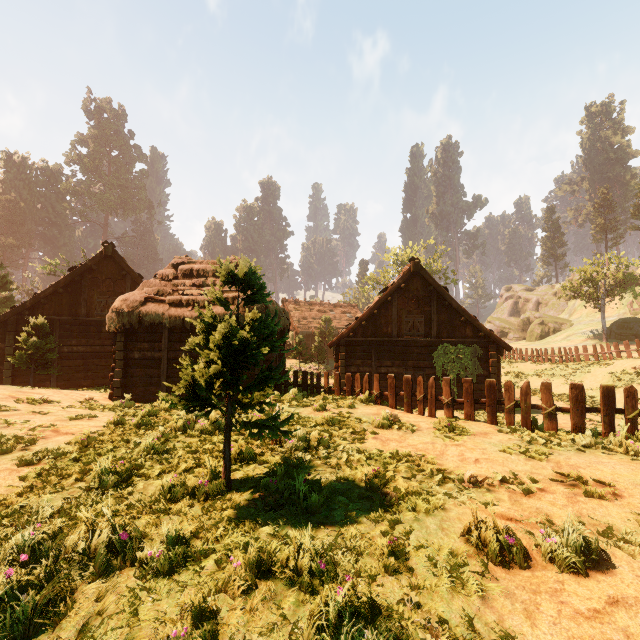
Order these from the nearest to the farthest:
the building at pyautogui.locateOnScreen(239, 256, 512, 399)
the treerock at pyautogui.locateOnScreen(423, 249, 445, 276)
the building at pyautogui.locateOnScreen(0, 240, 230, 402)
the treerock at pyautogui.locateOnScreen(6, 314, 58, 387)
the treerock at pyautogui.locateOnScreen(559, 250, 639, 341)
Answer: the building at pyautogui.locateOnScreen(0, 240, 230, 402) → the treerock at pyautogui.locateOnScreen(6, 314, 58, 387) → the building at pyautogui.locateOnScreen(239, 256, 512, 399) → the treerock at pyautogui.locateOnScreen(559, 250, 639, 341) → the treerock at pyautogui.locateOnScreen(423, 249, 445, 276)

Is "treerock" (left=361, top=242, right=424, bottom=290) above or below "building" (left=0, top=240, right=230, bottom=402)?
above

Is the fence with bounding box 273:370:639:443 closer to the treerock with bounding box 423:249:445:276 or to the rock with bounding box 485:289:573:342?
the treerock with bounding box 423:249:445:276

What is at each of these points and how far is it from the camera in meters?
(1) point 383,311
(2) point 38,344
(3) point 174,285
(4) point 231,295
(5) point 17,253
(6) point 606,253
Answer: (1) building, 17.8 m
(2) treerock, 15.1 m
(3) building, 13.9 m
(4) building, 13.1 m
(5) treerock, 57.7 m
(6) treerock, 59.8 m

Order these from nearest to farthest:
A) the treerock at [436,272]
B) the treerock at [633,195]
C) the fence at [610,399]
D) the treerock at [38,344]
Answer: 1. the fence at [610,399]
2. the treerock at [38,344]
3. the treerock at [436,272]
4. the treerock at [633,195]

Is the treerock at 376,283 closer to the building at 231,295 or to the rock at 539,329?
the building at 231,295

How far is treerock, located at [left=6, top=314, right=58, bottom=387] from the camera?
14.75m

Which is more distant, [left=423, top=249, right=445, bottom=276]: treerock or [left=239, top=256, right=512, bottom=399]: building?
[left=423, top=249, right=445, bottom=276]: treerock
